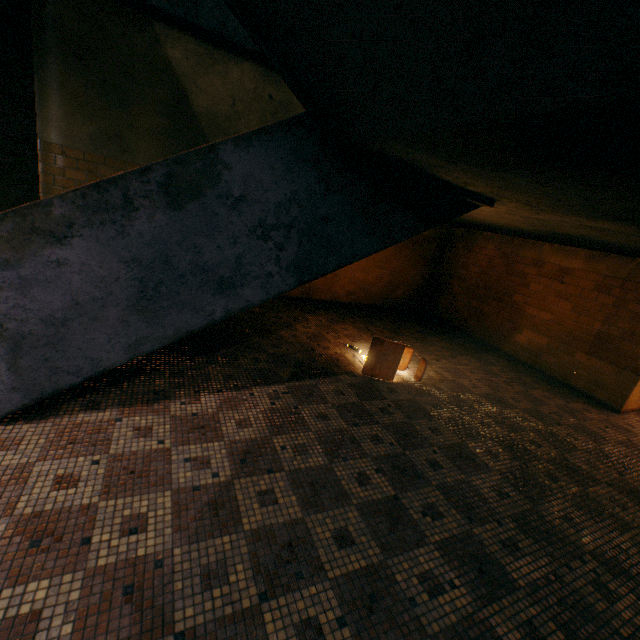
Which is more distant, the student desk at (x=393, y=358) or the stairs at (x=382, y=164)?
the student desk at (x=393, y=358)

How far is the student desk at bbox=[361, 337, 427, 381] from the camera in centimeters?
421cm

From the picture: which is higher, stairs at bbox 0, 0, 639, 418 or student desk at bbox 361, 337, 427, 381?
stairs at bbox 0, 0, 639, 418

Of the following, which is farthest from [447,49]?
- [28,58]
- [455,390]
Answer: [28,58]

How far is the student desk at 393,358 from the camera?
4.2 meters

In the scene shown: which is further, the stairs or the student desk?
the student desk
